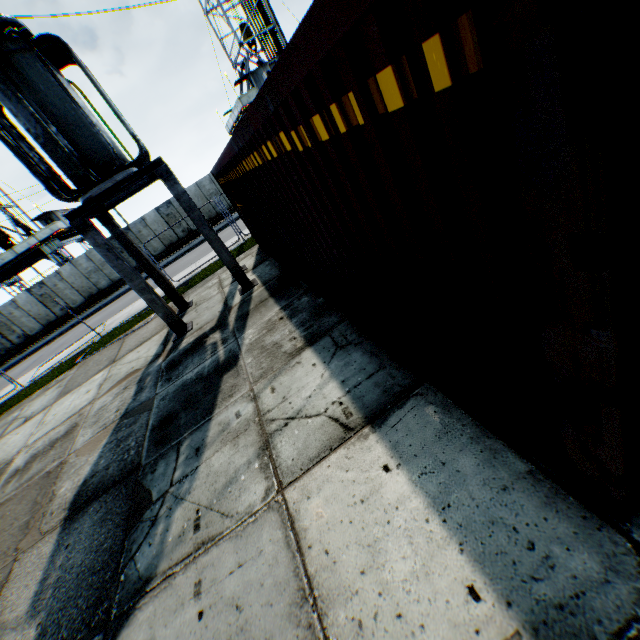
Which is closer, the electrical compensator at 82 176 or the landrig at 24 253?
the electrical compensator at 82 176

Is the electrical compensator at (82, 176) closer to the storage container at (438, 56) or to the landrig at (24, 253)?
the storage container at (438, 56)

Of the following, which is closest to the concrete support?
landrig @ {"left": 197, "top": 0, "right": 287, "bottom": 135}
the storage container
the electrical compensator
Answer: the electrical compensator

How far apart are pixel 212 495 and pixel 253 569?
1.11m

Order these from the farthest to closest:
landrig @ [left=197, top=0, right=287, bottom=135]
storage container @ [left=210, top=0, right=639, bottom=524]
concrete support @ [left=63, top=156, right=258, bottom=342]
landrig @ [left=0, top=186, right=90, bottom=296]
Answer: landrig @ [left=0, top=186, right=90, bottom=296], landrig @ [left=197, top=0, right=287, bottom=135], concrete support @ [left=63, top=156, right=258, bottom=342], storage container @ [left=210, top=0, right=639, bottom=524]

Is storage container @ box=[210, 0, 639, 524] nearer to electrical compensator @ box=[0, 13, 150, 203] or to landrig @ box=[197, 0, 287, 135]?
electrical compensator @ box=[0, 13, 150, 203]

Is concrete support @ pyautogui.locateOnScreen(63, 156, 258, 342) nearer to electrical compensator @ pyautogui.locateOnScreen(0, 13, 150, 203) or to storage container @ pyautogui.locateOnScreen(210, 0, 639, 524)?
electrical compensator @ pyautogui.locateOnScreen(0, 13, 150, 203)

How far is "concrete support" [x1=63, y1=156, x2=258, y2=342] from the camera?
7.17m
